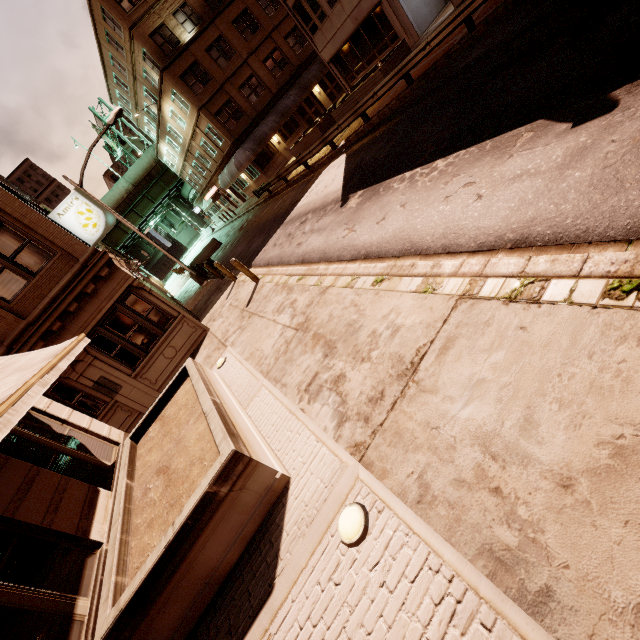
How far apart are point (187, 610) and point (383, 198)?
8.89m

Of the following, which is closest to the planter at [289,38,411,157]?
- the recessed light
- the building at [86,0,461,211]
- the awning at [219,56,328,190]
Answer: the awning at [219,56,328,190]

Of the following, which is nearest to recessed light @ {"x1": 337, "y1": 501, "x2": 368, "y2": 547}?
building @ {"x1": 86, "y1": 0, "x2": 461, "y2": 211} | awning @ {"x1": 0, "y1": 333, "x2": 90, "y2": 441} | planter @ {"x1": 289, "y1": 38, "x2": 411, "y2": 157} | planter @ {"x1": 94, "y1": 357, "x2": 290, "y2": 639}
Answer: planter @ {"x1": 94, "y1": 357, "x2": 290, "y2": 639}

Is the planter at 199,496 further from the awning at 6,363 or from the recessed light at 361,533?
the awning at 6,363

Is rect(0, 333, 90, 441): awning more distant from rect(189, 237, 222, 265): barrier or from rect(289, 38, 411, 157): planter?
rect(189, 237, 222, 265): barrier

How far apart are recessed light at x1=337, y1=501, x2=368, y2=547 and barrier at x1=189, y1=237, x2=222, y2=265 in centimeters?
2995cm

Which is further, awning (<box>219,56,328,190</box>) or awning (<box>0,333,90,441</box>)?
awning (<box>219,56,328,190</box>)

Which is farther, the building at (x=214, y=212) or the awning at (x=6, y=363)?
the building at (x=214, y=212)
